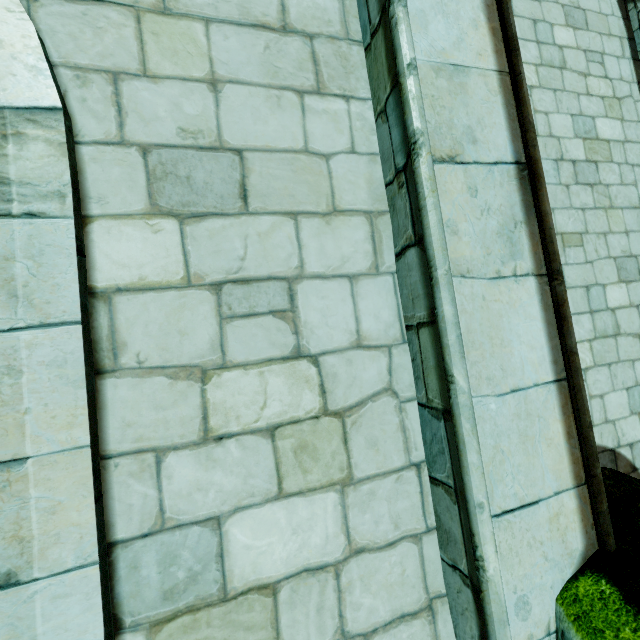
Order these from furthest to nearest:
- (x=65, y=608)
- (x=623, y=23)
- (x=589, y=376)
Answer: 1. (x=623, y=23)
2. (x=589, y=376)
3. (x=65, y=608)
